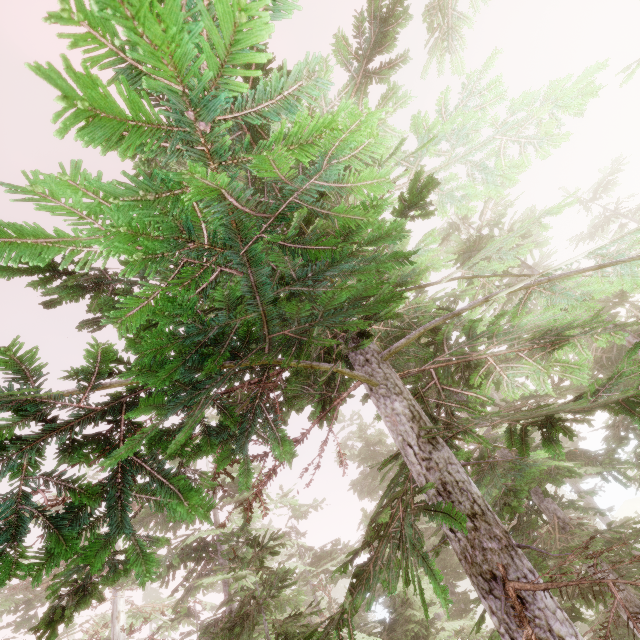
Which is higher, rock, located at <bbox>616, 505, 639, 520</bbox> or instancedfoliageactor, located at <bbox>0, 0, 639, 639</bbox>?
instancedfoliageactor, located at <bbox>0, 0, 639, 639</bbox>

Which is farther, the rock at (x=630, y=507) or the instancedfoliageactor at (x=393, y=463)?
the rock at (x=630, y=507)

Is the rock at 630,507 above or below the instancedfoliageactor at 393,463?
below

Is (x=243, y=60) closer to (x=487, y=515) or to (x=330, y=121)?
(x=330, y=121)

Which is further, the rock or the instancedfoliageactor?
the rock
